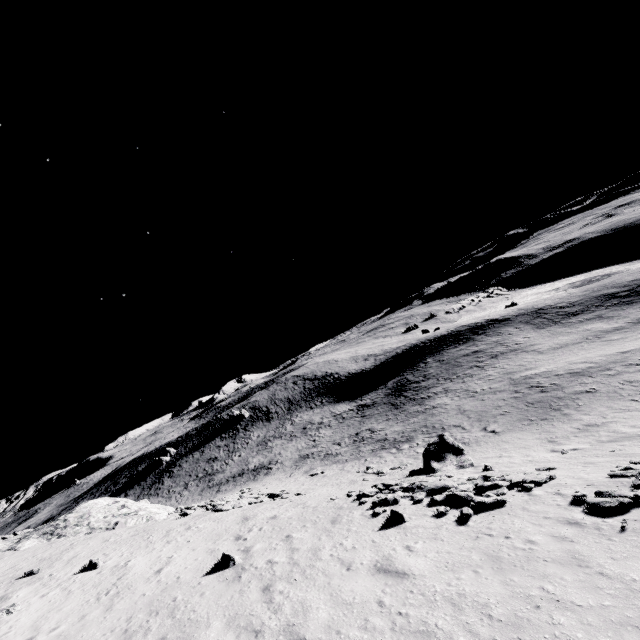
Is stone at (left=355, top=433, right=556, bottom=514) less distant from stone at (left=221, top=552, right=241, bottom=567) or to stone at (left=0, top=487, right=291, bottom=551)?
stone at (left=221, top=552, right=241, bottom=567)

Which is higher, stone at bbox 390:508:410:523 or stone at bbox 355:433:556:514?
stone at bbox 390:508:410:523

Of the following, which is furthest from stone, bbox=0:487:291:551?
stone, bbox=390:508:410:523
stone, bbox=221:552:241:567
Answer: stone, bbox=390:508:410:523

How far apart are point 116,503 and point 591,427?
36.51m

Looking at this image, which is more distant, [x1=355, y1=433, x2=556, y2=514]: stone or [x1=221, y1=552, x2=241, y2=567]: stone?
[x1=355, y1=433, x2=556, y2=514]: stone

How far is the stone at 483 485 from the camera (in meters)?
13.09

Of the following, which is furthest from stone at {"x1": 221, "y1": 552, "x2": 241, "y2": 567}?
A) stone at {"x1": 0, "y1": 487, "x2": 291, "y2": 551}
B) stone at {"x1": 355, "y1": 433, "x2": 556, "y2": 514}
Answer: stone at {"x1": 0, "y1": 487, "x2": 291, "y2": 551}

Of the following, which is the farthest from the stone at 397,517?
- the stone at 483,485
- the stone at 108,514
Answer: the stone at 108,514
